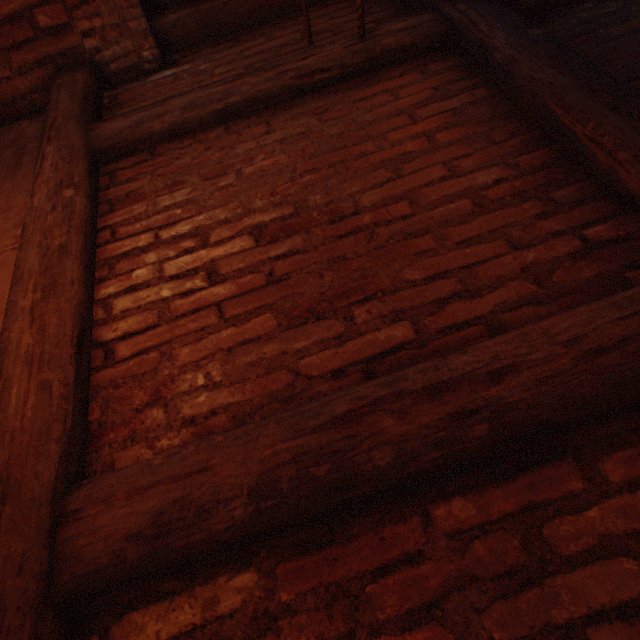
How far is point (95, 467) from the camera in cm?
87
